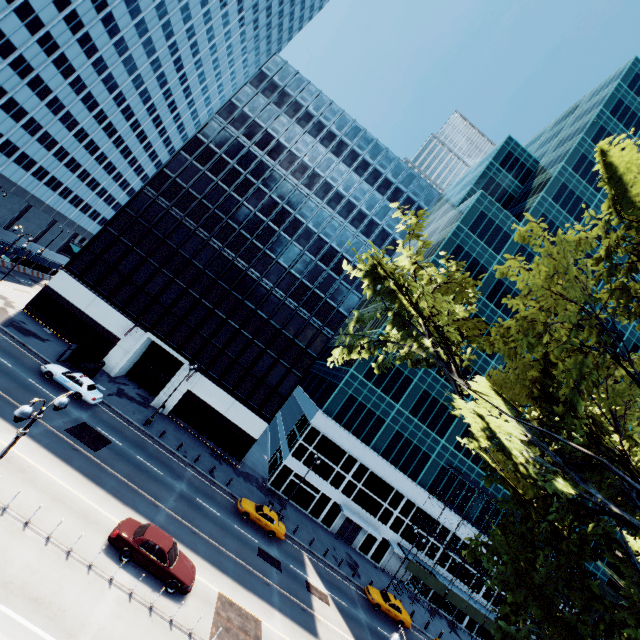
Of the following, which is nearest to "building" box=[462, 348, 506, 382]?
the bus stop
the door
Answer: the door

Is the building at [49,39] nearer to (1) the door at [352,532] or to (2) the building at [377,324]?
(2) the building at [377,324]

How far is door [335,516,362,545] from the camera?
40.3m

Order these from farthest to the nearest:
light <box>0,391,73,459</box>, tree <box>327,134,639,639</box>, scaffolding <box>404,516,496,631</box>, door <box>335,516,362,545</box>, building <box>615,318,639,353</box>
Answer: building <box>615,318,639,353</box> → door <box>335,516,362,545</box> → scaffolding <box>404,516,496,631</box> → light <box>0,391,73,459</box> → tree <box>327,134,639,639</box>

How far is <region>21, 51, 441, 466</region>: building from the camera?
37.5m

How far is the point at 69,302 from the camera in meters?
36.5

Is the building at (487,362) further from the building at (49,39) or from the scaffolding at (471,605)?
the building at (49,39)

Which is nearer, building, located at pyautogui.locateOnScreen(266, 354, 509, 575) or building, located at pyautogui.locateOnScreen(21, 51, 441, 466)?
building, located at pyautogui.locateOnScreen(21, 51, 441, 466)
